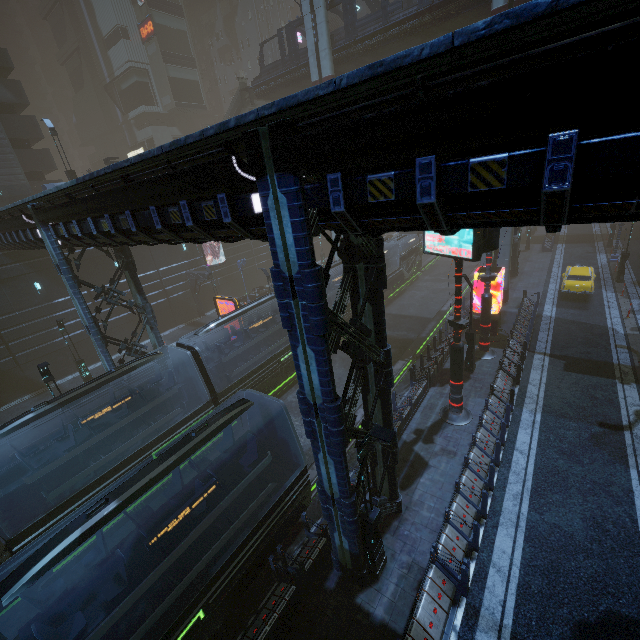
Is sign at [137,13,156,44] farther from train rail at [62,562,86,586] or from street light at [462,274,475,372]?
street light at [462,274,475,372]

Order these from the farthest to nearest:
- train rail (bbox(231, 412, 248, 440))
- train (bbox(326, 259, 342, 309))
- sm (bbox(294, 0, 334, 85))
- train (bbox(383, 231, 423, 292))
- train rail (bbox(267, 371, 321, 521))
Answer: train (bbox(383, 231, 423, 292)) → sm (bbox(294, 0, 334, 85)) → train (bbox(326, 259, 342, 309)) → train rail (bbox(231, 412, 248, 440)) → train rail (bbox(267, 371, 321, 521))

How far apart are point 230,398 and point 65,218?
10.45m

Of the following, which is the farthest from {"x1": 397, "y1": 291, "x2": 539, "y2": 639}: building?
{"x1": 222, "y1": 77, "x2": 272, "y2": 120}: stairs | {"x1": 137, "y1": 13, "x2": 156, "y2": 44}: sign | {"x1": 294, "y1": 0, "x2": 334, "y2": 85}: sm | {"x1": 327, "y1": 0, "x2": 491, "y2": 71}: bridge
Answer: {"x1": 327, "y1": 0, "x2": 491, "y2": 71}: bridge

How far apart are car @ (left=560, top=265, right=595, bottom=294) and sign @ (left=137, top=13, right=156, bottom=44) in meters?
55.9

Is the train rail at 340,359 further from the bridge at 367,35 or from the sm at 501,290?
the bridge at 367,35

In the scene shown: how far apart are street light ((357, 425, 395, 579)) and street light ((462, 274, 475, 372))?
11.3m

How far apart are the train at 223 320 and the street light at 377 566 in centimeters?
1098cm
